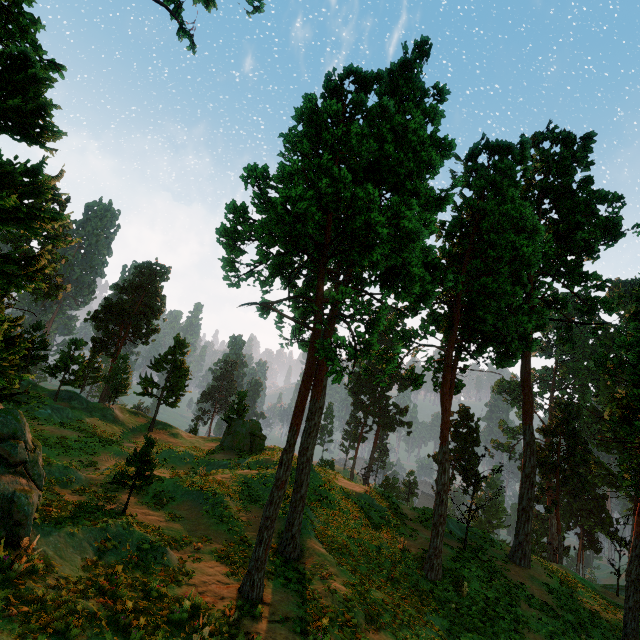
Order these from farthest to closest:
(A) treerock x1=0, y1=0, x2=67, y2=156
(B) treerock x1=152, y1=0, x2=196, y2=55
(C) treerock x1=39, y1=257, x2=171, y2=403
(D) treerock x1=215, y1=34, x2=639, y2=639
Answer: (C) treerock x1=39, y1=257, x2=171, y2=403 → (B) treerock x1=152, y1=0, x2=196, y2=55 → (D) treerock x1=215, y1=34, x2=639, y2=639 → (A) treerock x1=0, y1=0, x2=67, y2=156

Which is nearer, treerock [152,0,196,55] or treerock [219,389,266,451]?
treerock [152,0,196,55]

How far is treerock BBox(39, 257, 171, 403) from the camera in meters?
31.2

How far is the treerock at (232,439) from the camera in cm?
3397

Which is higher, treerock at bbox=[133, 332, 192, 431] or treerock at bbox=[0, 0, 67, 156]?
treerock at bbox=[0, 0, 67, 156]

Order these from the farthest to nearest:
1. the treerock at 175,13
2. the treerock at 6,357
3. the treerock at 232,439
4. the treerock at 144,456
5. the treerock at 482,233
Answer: the treerock at 232,439
the treerock at 175,13
the treerock at 144,456
the treerock at 482,233
the treerock at 6,357

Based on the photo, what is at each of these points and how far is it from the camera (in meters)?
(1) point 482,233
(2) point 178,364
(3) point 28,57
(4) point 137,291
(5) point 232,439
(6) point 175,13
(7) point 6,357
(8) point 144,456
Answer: (1) treerock, 28.56
(2) treerock, 37.97
(3) treerock, 10.34
(4) treerock, 50.12
(5) treerock, 34.12
(6) treerock, 25.05
(7) treerock, 16.56
(8) treerock, 15.66
